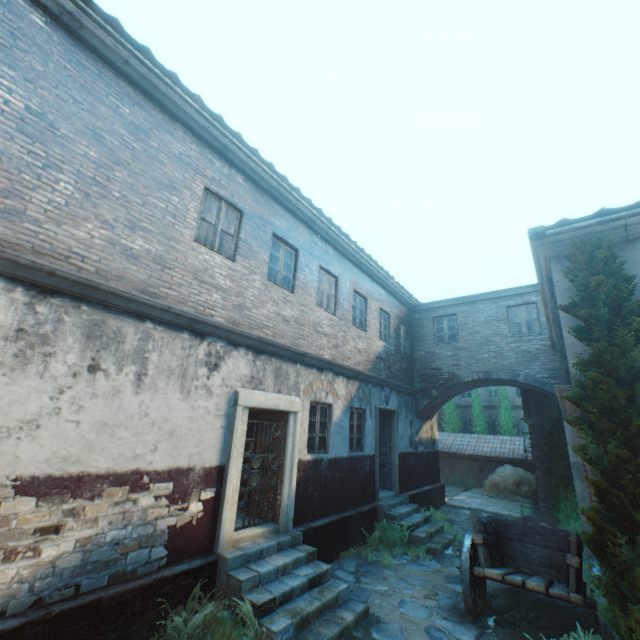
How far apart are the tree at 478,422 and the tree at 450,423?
0.7m

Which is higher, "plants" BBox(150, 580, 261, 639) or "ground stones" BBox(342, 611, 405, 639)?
"plants" BBox(150, 580, 261, 639)

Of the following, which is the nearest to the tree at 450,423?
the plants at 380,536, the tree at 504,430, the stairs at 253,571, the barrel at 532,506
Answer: the tree at 504,430

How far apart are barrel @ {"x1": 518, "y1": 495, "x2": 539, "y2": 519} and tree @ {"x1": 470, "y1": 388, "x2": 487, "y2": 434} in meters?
10.8

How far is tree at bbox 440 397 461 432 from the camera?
24.91m

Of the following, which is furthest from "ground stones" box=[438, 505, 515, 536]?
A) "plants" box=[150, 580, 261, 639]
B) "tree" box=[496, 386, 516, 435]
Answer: "tree" box=[496, 386, 516, 435]

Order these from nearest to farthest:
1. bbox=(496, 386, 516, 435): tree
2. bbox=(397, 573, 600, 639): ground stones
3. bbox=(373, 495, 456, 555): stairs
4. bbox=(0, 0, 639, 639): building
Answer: bbox=(0, 0, 639, 639): building → bbox=(397, 573, 600, 639): ground stones → bbox=(373, 495, 456, 555): stairs → bbox=(496, 386, 516, 435): tree

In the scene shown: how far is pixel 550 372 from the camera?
11.7m
